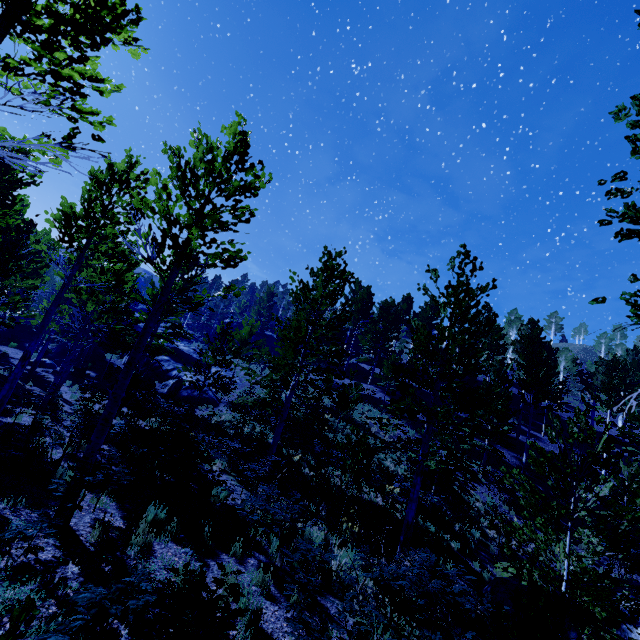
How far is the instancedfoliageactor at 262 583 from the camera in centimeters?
591cm

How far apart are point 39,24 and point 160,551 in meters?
8.0

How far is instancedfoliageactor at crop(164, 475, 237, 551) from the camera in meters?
6.6

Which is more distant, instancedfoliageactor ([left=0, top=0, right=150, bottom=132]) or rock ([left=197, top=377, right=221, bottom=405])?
rock ([left=197, top=377, right=221, bottom=405])

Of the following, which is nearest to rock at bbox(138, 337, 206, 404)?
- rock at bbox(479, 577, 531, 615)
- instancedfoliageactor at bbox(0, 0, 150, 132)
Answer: instancedfoliageactor at bbox(0, 0, 150, 132)

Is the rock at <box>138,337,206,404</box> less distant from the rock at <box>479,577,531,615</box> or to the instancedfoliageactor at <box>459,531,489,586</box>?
the instancedfoliageactor at <box>459,531,489,586</box>

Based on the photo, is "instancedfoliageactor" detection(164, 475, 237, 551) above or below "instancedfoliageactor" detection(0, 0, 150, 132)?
below
